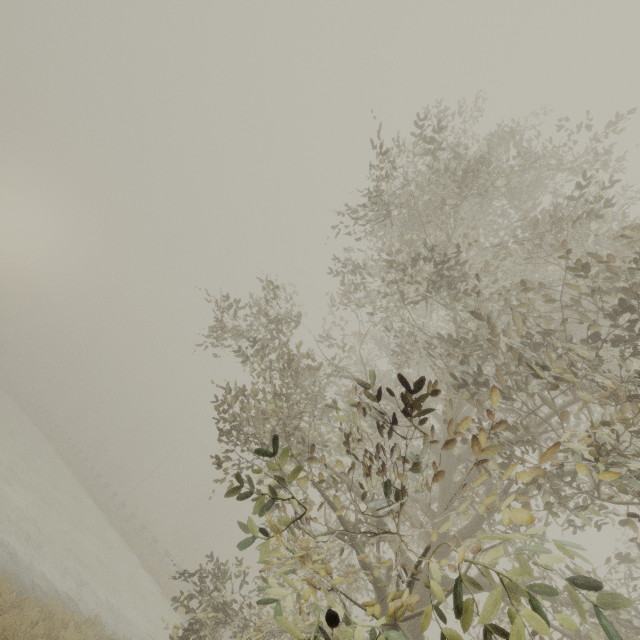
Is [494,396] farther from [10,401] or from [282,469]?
[10,401]
